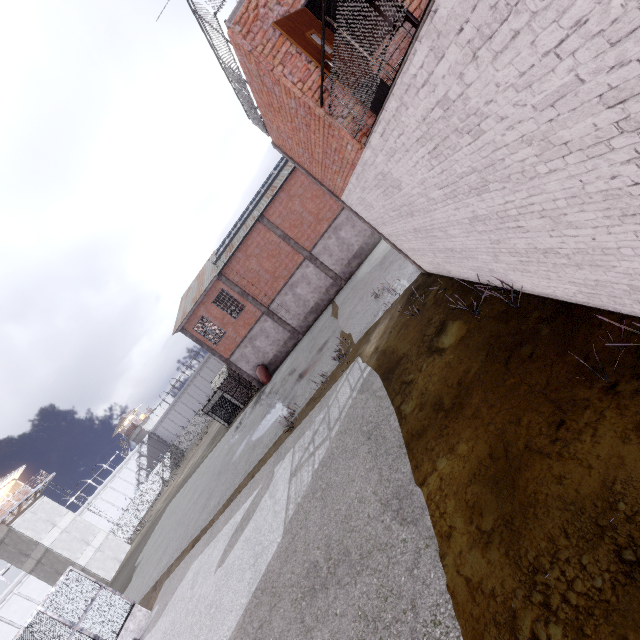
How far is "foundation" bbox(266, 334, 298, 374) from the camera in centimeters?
2845cm

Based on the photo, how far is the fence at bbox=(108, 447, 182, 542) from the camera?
43.19m

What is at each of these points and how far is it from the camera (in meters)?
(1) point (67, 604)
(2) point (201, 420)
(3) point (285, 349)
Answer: (1) cage, 11.94
(2) fence, 59.91
(3) foundation, 28.62

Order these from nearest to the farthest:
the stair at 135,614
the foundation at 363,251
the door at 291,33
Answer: the door at 291,33, the stair at 135,614, the foundation at 363,251

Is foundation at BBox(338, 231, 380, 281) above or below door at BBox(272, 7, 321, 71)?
below

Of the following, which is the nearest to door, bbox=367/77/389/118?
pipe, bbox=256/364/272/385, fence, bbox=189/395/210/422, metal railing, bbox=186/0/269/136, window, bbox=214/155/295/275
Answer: metal railing, bbox=186/0/269/136

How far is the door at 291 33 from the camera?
4.91m

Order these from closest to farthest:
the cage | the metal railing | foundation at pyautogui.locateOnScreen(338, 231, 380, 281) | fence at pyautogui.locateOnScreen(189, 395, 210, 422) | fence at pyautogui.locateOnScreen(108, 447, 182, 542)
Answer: the metal railing < the cage < foundation at pyautogui.locateOnScreen(338, 231, 380, 281) < fence at pyautogui.locateOnScreen(108, 447, 182, 542) < fence at pyautogui.locateOnScreen(189, 395, 210, 422)
